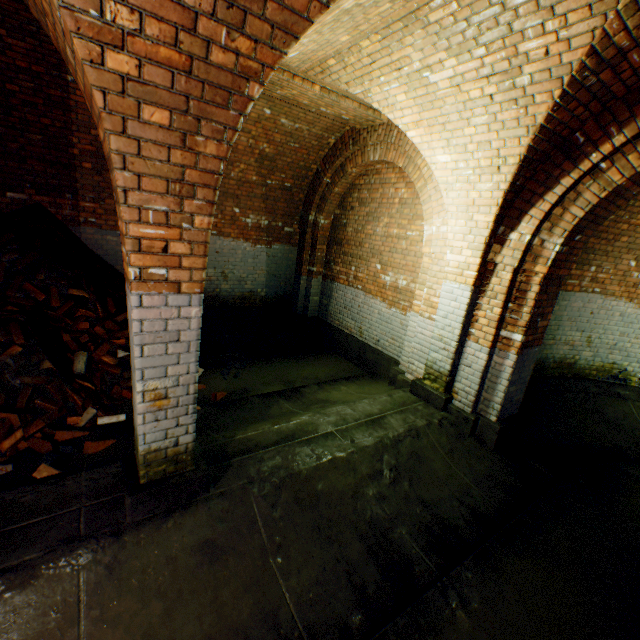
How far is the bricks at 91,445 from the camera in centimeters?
345cm

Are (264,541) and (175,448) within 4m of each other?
yes

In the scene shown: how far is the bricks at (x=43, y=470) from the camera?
2.96m

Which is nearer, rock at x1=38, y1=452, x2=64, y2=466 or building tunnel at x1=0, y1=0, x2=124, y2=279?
rock at x1=38, y1=452, x2=64, y2=466

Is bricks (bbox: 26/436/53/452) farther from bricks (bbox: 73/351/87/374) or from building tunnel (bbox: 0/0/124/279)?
bricks (bbox: 73/351/87/374)

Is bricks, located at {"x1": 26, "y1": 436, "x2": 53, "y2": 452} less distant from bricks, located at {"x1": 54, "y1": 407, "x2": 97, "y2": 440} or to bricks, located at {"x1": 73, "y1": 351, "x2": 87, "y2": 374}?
bricks, located at {"x1": 54, "y1": 407, "x2": 97, "y2": 440}

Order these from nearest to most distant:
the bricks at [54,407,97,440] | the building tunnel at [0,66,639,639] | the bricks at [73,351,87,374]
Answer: the building tunnel at [0,66,639,639], the bricks at [54,407,97,440], the bricks at [73,351,87,374]

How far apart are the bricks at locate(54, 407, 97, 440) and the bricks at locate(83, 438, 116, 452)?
0.36m
